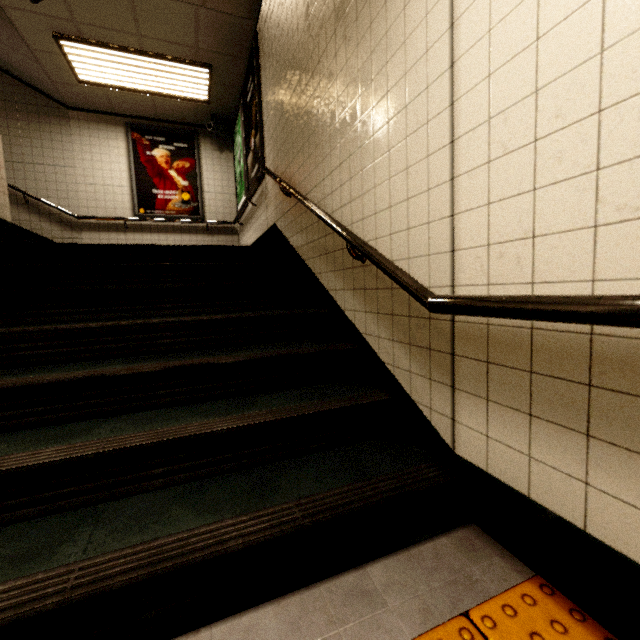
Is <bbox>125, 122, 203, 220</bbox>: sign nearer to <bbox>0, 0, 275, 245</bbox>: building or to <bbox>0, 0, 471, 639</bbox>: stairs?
<bbox>0, 0, 275, 245</bbox>: building

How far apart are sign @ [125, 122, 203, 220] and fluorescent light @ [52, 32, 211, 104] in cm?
86

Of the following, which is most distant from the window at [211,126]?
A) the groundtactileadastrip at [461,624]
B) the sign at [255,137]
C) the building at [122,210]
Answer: the groundtactileadastrip at [461,624]

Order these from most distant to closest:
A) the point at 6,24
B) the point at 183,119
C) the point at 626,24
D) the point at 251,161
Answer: the point at 183,119
the point at 251,161
the point at 6,24
the point at 626,24

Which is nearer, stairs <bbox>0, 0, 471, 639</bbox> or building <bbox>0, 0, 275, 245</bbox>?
stairs <bbox>0, 0, 471, 639</bbox>

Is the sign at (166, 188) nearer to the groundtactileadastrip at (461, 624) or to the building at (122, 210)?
the building at (122, 210)

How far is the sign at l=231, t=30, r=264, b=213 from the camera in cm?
422

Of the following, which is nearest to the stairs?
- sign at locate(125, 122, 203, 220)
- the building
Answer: the building
